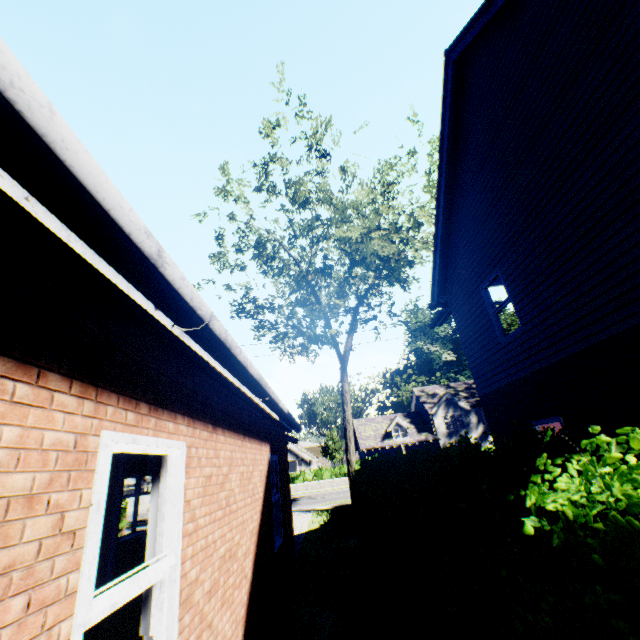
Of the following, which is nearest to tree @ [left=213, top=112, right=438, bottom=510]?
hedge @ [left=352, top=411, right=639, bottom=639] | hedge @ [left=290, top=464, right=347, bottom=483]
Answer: hedge @ [left=352, top=411, right=639, bottom=639]

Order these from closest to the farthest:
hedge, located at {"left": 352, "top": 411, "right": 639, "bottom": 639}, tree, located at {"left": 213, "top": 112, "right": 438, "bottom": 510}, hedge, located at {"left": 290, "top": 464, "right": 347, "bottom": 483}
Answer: hedge, located at {"left": 352, "top": 411, "right": 639, "bottom": 639}
tree, located at {"left": 213, "top": 112, "right": 438, "bottom": 510}
hedge, located at {"left": 290, "top": 464, "right": 347, "bottom": 483}

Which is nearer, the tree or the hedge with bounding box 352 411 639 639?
the hedge with bounding box 352 411 639 639

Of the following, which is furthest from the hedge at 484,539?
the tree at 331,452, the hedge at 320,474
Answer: the hedge at 320,474

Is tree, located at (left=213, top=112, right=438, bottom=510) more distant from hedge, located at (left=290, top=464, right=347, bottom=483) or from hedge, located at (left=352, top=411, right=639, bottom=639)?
hedge, located at (left=290, top=464, right=347, bottom=483)

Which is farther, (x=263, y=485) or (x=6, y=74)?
(x=263, y=485)
